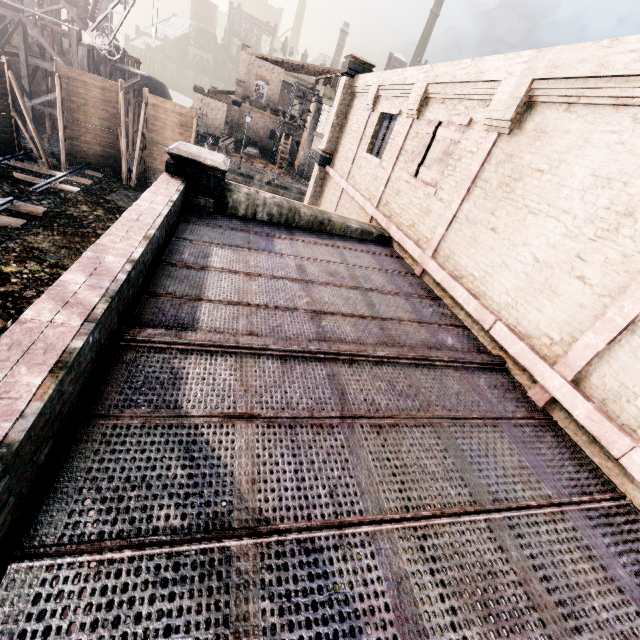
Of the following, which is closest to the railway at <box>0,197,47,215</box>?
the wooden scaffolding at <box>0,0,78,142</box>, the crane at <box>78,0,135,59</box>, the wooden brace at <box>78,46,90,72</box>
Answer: the wooden brace at <box>78,46,90,72</box>

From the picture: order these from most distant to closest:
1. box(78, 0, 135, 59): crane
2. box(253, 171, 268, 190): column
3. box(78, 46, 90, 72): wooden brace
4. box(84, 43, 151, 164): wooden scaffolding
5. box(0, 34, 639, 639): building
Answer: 1. box(253, 171, 268, 190): column
2. box(84, 43, 151, 164): wooden scaffolding
3. box(78, 46, 90, 72): wooden brace
4. box(78, 0, 135, 59): crane
5. box(0, 34, 639, 639): building

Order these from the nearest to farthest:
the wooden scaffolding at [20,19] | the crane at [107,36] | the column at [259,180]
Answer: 1. the crane at [107,36]
2. the wooden scaffolding at [20,19]
3. the column at [259,180]

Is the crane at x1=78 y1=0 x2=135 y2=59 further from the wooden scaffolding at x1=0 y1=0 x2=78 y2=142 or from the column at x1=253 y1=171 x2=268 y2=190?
the column at x1=253 y1=171 x2=268 y2=190

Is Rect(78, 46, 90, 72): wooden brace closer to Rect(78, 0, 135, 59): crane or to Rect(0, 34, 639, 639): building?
Rect(78, 0, 135, 59): crane

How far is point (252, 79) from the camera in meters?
51.0

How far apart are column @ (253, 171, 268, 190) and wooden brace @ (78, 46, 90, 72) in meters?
14.5 m

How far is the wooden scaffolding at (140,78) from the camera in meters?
29.0 m
